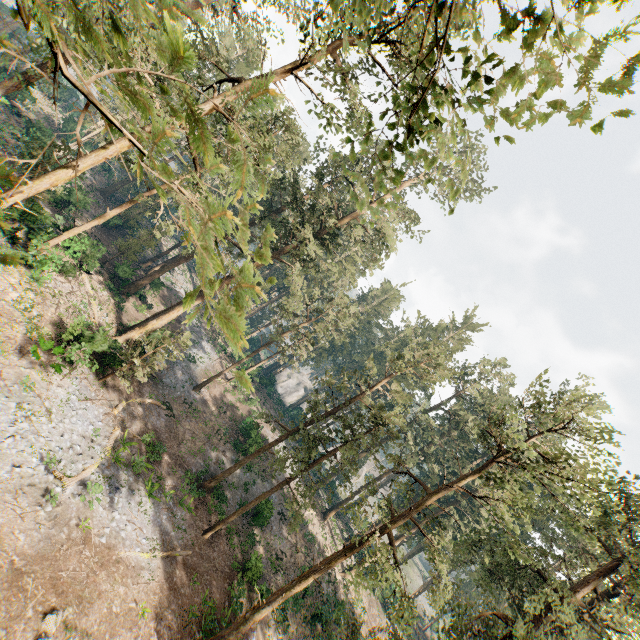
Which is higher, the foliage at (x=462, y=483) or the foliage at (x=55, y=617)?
the foliage at (x=462, y=483)

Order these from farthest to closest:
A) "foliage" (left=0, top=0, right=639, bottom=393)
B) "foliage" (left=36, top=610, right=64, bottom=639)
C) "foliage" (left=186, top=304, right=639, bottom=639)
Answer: "foliage" (left=186, top=304, right=639, bottom=639)
"foliage" (left=36, top=610, right=64, bottom=639)
"foliage" (left=0, top=0, right=639, bottom=393)

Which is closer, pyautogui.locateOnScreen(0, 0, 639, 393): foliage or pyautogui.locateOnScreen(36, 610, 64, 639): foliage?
pyautogui.locateOnScreen(0, 0, 639, 393): foliage

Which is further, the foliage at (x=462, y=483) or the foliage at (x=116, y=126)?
the foliage at (x=462, y=483)

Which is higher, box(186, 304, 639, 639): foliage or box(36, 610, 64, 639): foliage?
box(186, 304, 639, 639): foliage

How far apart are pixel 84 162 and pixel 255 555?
27.7m
